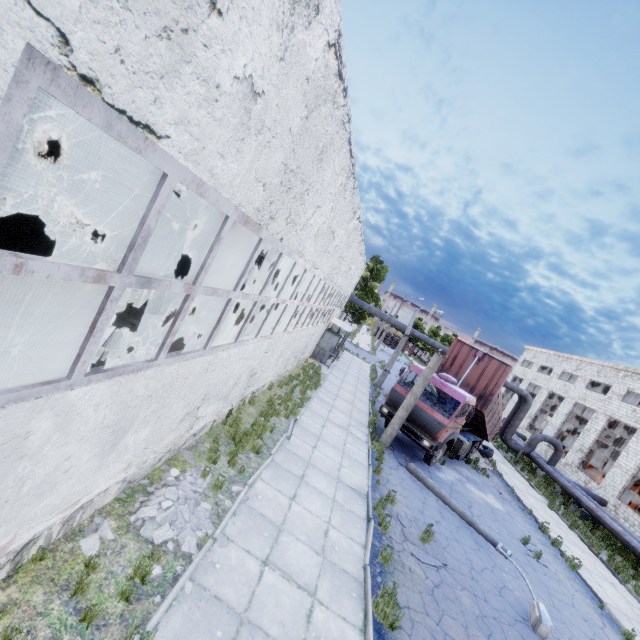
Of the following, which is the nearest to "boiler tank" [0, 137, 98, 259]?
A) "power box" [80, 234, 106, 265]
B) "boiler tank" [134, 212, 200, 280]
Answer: "power box" [80, 234, 106, 265]

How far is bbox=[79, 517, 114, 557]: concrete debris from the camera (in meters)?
4.53

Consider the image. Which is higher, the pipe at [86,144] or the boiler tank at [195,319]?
the pipe at [86,144]

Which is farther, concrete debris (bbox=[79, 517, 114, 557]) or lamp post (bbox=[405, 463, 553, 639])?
lamp post (bbox=[405, 463, 553, 639])

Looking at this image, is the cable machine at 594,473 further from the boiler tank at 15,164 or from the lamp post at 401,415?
the boiler tank at 15,164

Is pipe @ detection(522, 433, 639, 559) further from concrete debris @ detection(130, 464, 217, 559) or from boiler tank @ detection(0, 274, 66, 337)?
boiler tank @ detection(0, 274, 66, 337)

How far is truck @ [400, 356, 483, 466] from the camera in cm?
1335

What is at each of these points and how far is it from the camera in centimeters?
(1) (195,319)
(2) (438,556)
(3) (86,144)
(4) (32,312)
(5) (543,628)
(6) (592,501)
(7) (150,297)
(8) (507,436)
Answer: (1) boiler tank, 1571cm
(2) asphalt debris, 855cm
(3) pipe, 1647cm
(4) boiler tank, 800cm
(5) lamp post, 768cm
(6) pipe, 2019cm
(7) boiler tank, 1555cm
(8) pipe, 2545cm
